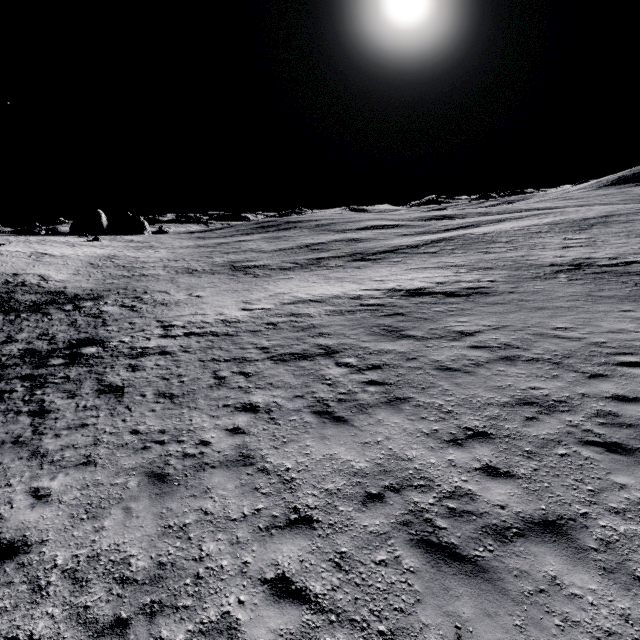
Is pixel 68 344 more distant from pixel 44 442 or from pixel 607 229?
pixel 607 229
